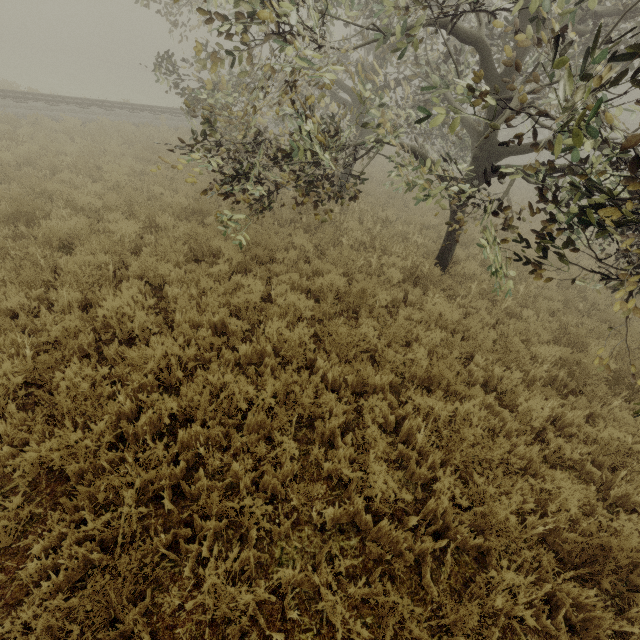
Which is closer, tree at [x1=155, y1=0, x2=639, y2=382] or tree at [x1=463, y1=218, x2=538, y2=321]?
tree at [x1=155, y1=0, x2=639, y2=382]

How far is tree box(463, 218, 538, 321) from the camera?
4.2 meters

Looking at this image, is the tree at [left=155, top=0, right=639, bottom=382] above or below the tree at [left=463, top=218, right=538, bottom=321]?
above

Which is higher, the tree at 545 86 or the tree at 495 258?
the tree at 545 86

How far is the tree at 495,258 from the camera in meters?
4.2 m

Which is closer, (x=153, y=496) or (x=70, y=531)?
(x=70, y=531)
